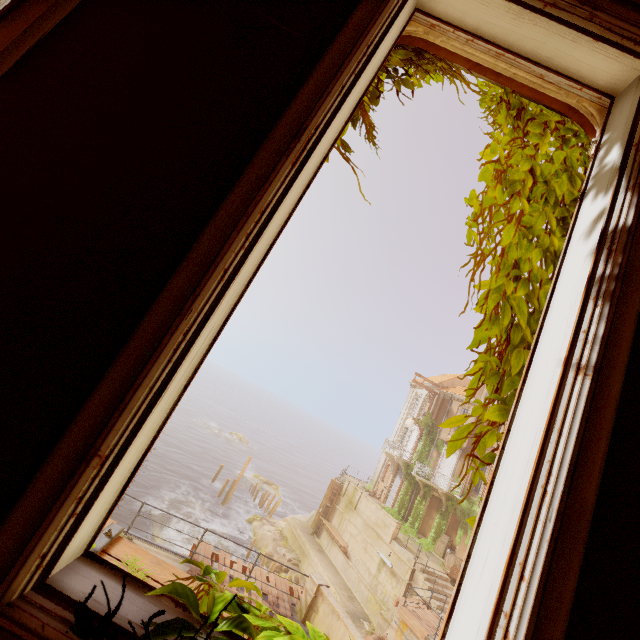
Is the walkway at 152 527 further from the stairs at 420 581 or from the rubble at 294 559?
the stairs at 420 581

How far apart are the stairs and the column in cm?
1183

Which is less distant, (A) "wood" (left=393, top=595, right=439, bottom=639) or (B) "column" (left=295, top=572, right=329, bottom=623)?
(B) "column" (left=295, top=572, right=329, bottom=623)

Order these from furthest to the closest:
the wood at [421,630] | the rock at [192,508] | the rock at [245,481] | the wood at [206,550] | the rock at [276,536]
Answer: the rock at [245,481]
the rock at [192,508]
the rock at [276,536]
the wood at [421,630]
the wood at [206,550]

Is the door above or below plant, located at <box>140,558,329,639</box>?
above

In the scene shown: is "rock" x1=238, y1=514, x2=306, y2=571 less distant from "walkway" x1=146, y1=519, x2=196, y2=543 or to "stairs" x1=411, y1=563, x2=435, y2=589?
"walkway" x1=146, y1=519, x2=196, y2=543

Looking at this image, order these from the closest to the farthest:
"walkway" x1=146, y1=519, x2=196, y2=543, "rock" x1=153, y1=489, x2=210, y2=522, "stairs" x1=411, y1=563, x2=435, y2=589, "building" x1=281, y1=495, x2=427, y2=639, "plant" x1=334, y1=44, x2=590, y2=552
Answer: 1. "plant" x1=334, y1=44, x2=590, y2=552
2. "stairs" x1=411, y1=563, x2=435, y2=589
3. "building" x1=281, y1=495, x2=427, y2=639
4. "walkway" x1=146, y1=519, x2=196, y2=543
5. "rock" x1=153, y1=489, x2=210, y2=522

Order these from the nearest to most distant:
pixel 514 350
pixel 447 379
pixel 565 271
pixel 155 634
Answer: pixel 155 634 → pixel 565 271 → pixel 514 350 → pixel 447 379
